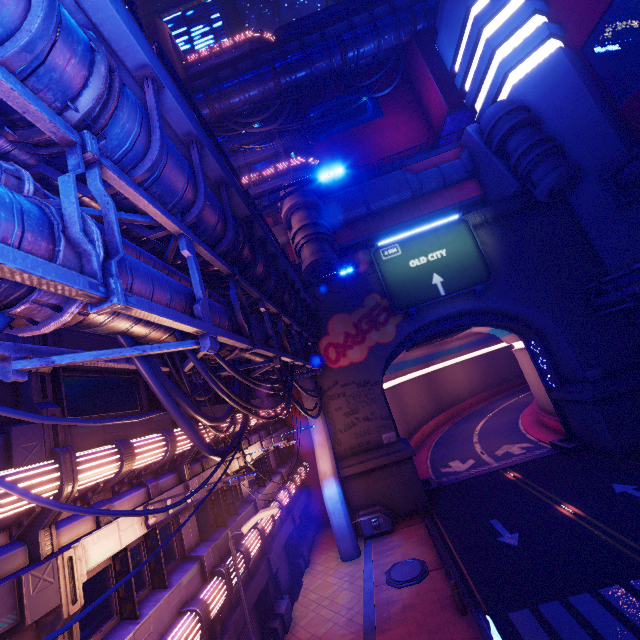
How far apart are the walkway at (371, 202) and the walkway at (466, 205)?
1.5 meters

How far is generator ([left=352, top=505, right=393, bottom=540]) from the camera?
19.5 meters

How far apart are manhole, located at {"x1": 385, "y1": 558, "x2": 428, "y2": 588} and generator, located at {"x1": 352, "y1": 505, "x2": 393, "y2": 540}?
3.2 meters

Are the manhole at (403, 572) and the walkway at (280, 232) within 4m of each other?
no

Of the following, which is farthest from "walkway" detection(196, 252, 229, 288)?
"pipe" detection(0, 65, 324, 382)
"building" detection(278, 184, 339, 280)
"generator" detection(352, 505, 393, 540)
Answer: "generator" detection(352, 505, 393, 540)

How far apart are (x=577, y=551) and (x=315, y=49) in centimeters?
4680cm

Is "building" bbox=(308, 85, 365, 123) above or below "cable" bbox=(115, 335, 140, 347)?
above

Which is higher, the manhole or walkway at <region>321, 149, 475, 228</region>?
walkway at <region>321, 149, 475, 228</region>
